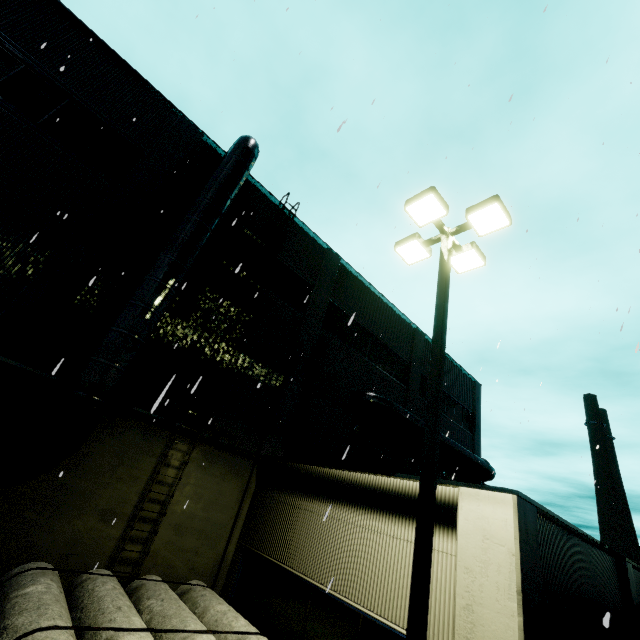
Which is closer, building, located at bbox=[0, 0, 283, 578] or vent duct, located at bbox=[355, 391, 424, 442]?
building, located at bbox=[0, 0, 283, 578]

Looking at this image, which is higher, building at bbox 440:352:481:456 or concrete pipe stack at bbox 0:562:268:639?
building at bbox 440:352:481:456

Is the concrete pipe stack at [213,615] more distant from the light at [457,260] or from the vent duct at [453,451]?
the vent duct at [453,451]

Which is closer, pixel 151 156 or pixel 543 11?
pixel 543 11

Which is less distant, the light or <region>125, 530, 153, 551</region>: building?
the light

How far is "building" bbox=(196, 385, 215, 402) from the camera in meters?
10.3

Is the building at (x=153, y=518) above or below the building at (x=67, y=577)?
above

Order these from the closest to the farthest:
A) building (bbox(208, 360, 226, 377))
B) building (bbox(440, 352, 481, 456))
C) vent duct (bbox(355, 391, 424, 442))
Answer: building (bbox(208, 360, 226, 377)) < vent duct (bbox(355, 391, 424, 442)) < building (bbox(440, 352, 481, 456))
